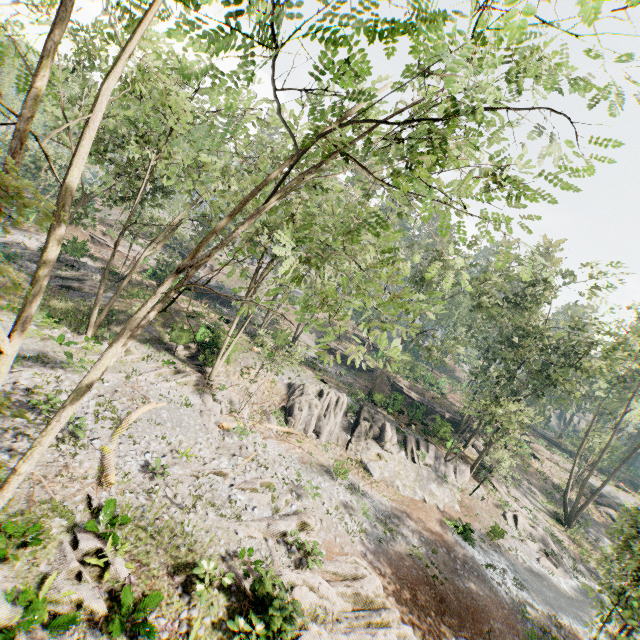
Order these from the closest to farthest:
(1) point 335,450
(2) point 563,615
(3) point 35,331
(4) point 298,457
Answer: (3) point 35,331 < (2) point 563,615 < (4) point 298,457 < (1) point 335,450

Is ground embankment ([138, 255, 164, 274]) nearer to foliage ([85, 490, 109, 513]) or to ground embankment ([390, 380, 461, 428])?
foliage ([85, 490, 109, 513])

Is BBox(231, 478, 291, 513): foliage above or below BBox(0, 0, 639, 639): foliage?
below

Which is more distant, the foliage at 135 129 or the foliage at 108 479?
the foliage at 108 479

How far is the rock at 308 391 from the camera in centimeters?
2625cm

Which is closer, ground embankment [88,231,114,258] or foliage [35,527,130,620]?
foliage [35,527,130,620]

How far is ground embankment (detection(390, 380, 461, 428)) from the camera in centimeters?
3338cm

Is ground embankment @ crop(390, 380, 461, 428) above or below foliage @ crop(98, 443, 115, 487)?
above
